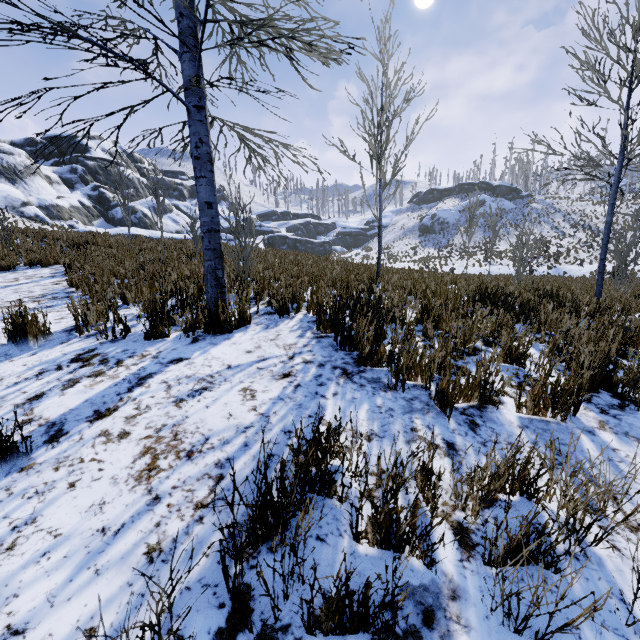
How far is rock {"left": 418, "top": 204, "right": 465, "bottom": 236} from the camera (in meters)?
51.28

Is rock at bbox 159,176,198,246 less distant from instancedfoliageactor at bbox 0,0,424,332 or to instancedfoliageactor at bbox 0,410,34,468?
instancedfoliageactor at bbox 0,0,424,332

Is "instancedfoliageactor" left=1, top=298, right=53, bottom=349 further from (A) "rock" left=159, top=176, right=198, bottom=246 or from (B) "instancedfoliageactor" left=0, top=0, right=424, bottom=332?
(A) "rock" left=159, top=176, right=198, bottom=246

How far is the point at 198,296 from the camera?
5.2 meters

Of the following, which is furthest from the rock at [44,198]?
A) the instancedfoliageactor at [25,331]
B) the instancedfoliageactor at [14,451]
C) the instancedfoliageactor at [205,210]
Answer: the instancedfoliageactor at [14,451]

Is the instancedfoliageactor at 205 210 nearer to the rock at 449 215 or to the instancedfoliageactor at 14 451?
the instancedfoliageactor at 14 451

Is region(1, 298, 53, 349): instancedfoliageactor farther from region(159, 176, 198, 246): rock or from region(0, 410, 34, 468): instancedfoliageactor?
region(159, 176, 198, 246): rock
